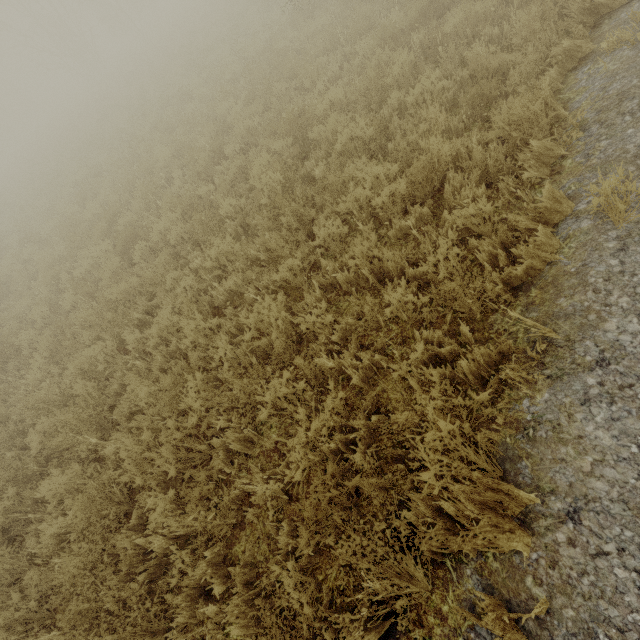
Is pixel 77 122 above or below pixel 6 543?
above
